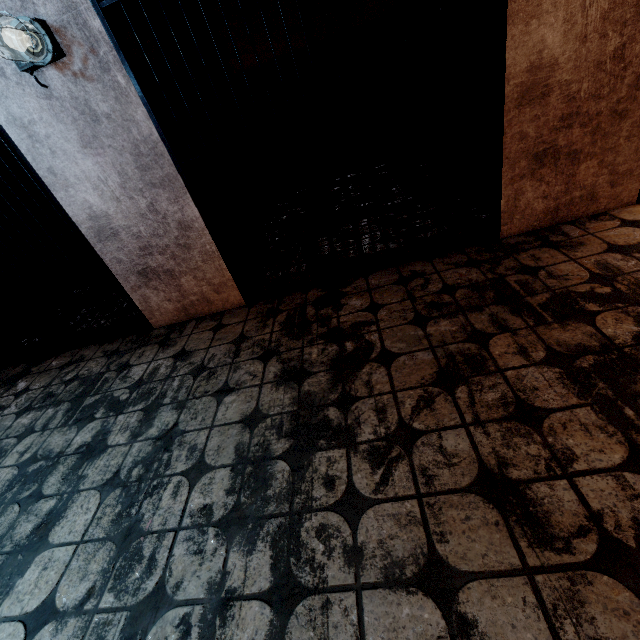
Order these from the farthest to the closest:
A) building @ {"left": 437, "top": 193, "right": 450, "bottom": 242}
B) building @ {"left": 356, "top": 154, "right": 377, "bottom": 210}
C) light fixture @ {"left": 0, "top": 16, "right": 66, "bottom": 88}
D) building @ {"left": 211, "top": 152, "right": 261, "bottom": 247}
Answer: building @ {"left": 356, "top": 154, "right": 377, "bottom": 210}, building @ {"left": 211, "top": 152, "right": 261, "bottom": 247}, building @ {"left": 437, "top": 193, "right": 450, "bottom": 242}, light fixture @ {"left": 0, "top": 16, "right": 66, "bottom": 88}

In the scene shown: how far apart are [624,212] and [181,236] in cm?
317

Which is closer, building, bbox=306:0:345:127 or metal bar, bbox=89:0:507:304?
metal bar, bbox=89:0:507:304

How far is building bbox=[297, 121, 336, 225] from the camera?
4.1 meters

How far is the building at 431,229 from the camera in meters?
2.7 m

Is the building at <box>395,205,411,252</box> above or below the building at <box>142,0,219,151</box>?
below

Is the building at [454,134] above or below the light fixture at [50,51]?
below
